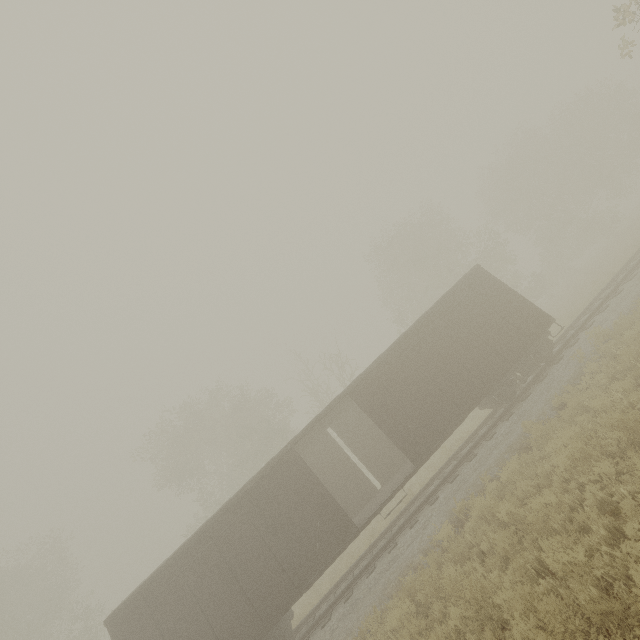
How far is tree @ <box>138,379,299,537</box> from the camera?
26.94m

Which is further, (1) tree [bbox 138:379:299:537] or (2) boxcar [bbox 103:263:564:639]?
(1) tree [bbox 138:379:299:537]

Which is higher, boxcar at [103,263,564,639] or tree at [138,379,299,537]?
tree at [138,379,299,537]

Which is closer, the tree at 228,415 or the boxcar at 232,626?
the boxcar at 232,626

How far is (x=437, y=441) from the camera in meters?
11.2 m

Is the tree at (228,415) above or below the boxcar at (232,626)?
above
